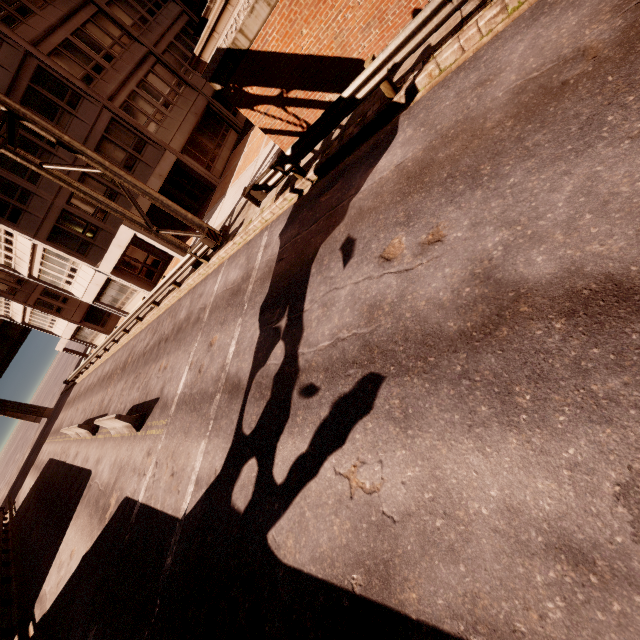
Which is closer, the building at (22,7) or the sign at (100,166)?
the sign at (100,166)

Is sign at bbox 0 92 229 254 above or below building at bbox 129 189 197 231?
above

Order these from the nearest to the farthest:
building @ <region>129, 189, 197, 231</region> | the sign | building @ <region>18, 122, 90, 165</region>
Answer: the sign → building @ <region>18, 122, 90, 165</region> → building @ <region>129, 189, 197, 231</region>

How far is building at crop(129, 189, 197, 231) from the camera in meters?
19.2

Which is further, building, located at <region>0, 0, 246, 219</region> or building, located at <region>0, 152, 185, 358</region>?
building, located at <region>0, 152, 185, 358</region>

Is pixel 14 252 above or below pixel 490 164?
above

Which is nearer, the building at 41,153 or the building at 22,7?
the building at 22,7
